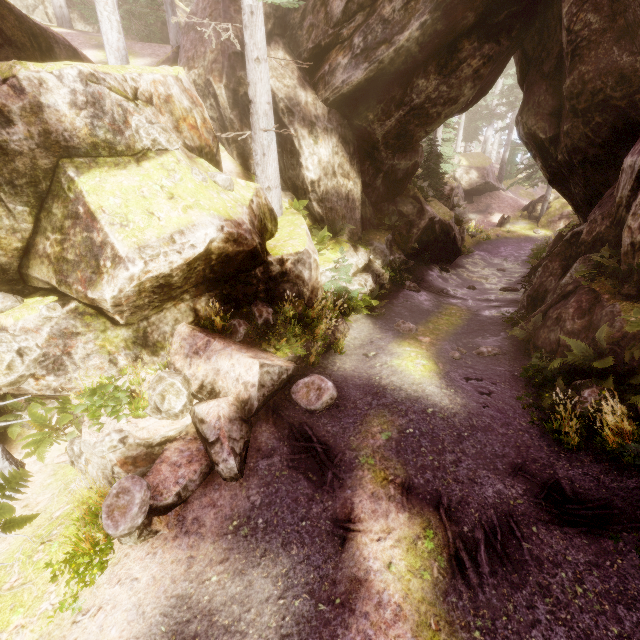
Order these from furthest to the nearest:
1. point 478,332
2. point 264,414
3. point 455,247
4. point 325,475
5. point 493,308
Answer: point 455,247 → point 493,308 → point 478,332 → point 264,414 → point 325,475

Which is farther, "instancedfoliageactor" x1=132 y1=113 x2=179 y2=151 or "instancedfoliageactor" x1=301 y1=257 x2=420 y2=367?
"instancedfoliageactor" x1=301 y1=257 x2=420 y2=367

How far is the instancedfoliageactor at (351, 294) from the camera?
8.5m

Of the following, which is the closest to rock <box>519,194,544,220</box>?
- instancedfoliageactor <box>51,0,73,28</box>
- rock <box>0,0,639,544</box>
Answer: instancedfoliageactor <box>51,0,73,28</box>

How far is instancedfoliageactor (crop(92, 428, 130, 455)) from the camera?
5.9m

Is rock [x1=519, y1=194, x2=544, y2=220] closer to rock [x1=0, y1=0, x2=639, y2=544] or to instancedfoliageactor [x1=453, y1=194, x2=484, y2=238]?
instancedfoliageactor [x1=453, y1=194, x2=484, y2=238]
